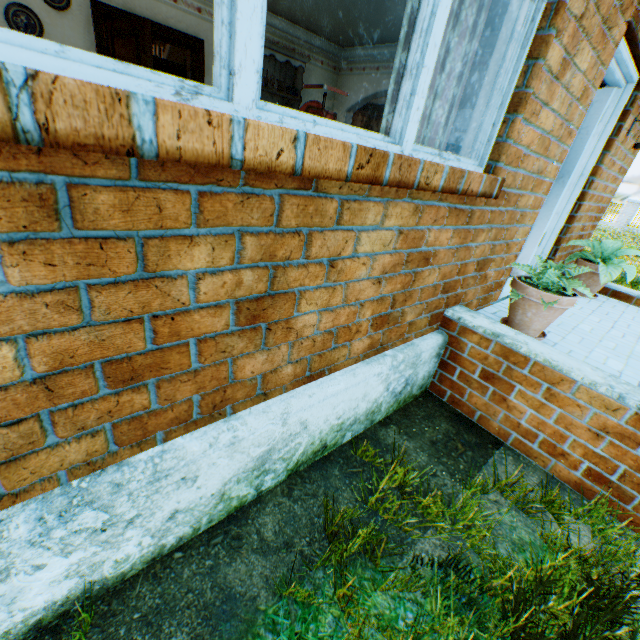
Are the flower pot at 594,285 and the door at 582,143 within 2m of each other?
yes

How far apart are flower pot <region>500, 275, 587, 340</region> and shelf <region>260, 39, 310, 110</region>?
5.99m

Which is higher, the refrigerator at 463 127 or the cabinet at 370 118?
the cabinet at 370 118

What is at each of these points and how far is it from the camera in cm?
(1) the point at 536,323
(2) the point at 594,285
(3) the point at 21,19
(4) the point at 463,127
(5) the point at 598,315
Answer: (1) flower pot, 265
(2) flower pot, 412
(3) plate, 430
(4) refrigerator, 504
(5) stairs, 362

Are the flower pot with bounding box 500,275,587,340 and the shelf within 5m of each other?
no

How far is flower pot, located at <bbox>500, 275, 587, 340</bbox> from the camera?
2.49m

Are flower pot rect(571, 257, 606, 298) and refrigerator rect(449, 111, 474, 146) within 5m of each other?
yes

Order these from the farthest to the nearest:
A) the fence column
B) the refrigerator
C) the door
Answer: the fence column
the refrigerator
the door
